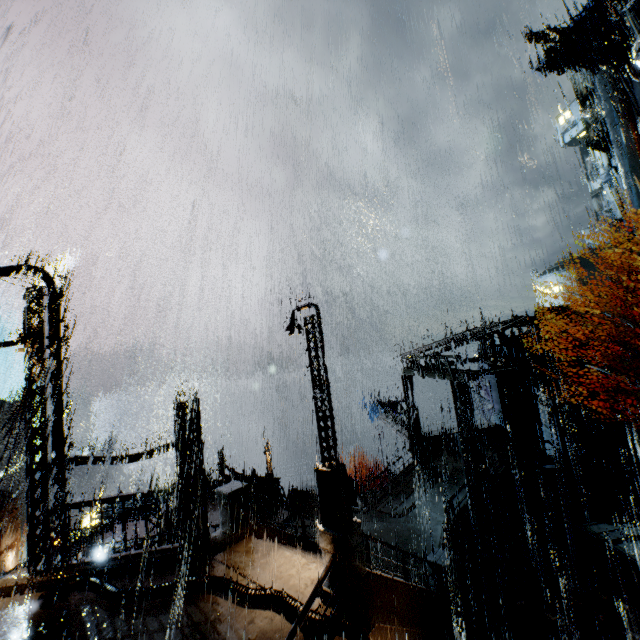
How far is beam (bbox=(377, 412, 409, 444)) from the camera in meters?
24.9 m

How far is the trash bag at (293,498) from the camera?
20.1 meters

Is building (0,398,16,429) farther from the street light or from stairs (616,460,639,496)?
the street light

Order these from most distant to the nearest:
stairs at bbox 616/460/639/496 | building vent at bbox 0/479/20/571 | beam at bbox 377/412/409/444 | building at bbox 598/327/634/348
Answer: beam at bbox 377/412/409/444, building vent at bbox 0/479/20/571, building at bbox 598/327/634/348, stairs at bbox 616/460/639/496

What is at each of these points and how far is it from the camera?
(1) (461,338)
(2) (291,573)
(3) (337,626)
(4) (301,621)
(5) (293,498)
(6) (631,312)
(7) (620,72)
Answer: (1) sm, 20.5 meters
(2) stairs, 9.0 meters
(3) pipe, 6.8 meters
(4) railing, 6.1 meters
(5) trash bag, 20.3 meters
(6) building, 19.1 meters
(7) building, 31.5 meters

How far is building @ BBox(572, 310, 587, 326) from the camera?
18.9m

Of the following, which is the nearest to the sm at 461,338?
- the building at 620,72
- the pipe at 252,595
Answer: the building at 620,72
